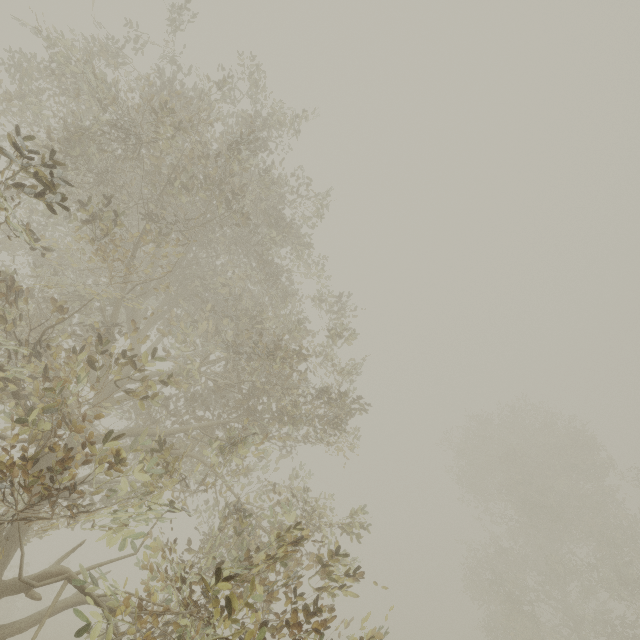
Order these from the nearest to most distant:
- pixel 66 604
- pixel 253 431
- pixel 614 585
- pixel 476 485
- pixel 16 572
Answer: pixel 66 604 < pixel 253 431 < pixel 614 585 < pixel 476 485 < pixel 16 572
